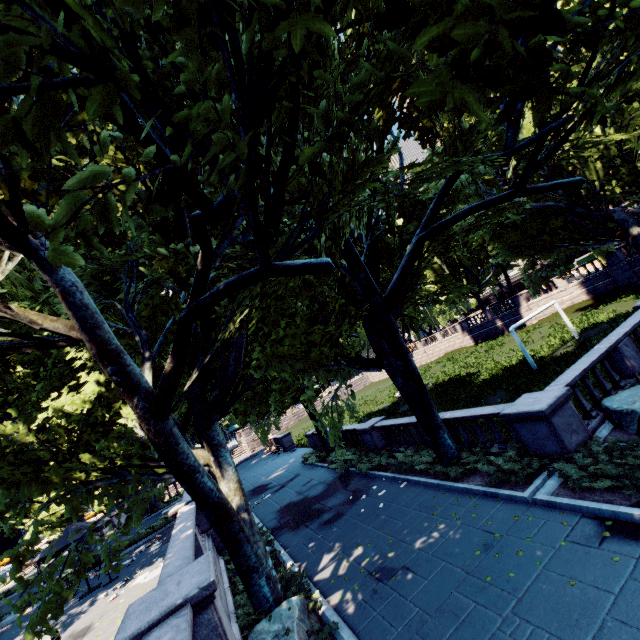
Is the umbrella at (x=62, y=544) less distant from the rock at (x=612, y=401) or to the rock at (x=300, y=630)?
the rock at (x=300, y=630)

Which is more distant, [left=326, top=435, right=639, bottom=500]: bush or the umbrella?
the umbrella

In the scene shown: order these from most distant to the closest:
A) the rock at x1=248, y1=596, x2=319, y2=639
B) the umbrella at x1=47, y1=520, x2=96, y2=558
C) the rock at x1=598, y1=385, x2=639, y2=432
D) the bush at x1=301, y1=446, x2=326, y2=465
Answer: the bush at x1=301, y1=446, x2=326, y2=465 → the umbrella at x1=47, y1=520, x2=96, y2=558 → the rock at x1=598, y1=385, x2=639, y2=432 → the rock at x1=248, y1=596, x2=319, y2=639

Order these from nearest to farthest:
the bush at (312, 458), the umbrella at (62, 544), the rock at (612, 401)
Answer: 1. the rock at (612, 401)
2. the umbrella at (62, 544)
3. the bush at (312, 458)

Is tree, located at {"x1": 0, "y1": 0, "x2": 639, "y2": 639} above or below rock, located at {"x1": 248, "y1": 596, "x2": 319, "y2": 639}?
above

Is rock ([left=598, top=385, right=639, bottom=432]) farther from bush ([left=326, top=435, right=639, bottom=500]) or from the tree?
the tree

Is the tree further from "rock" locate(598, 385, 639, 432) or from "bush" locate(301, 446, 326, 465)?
"rock" locate(598, 385, 639, 432)

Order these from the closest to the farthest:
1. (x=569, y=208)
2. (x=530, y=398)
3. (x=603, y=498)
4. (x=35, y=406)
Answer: (x=603, y=498) < (x=530, y=398) < (x=569, y=208) < (x=35, y=406)
